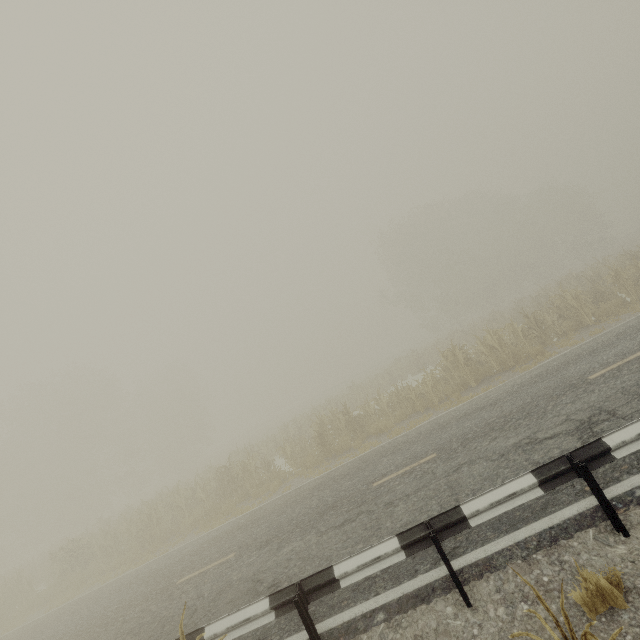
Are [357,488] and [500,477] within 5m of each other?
yes

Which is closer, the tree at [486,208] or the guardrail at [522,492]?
the guardrail at [522,492]

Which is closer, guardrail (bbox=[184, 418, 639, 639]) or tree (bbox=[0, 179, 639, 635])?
guardrail (bbox=[184, 418, 639, 639])
